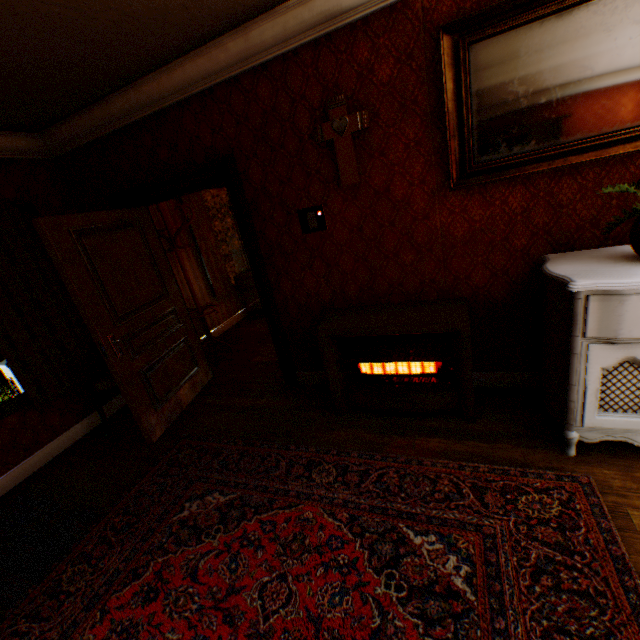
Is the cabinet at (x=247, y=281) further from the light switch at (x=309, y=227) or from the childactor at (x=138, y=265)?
the light switch at (x=309, y=227)

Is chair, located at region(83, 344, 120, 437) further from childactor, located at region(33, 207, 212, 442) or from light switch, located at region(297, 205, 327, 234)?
light switch, located at region(297, 205, 327, 234)

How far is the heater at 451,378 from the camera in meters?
2.4

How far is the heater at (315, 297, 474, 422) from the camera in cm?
243

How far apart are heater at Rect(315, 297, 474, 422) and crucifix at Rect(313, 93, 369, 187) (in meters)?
1.06

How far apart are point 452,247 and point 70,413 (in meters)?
4.34

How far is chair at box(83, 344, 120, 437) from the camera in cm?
347

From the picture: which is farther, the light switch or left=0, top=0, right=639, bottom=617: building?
the light switch
